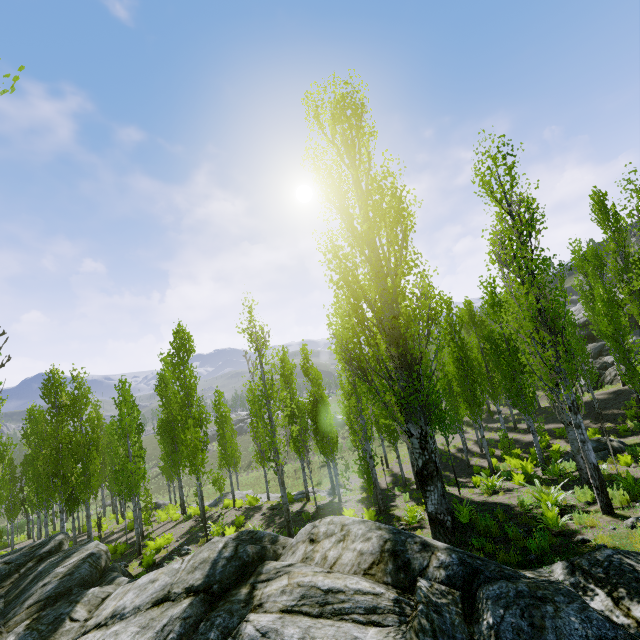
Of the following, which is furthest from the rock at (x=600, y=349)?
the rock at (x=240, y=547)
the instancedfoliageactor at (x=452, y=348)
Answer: the rock at (x=240, y=547)

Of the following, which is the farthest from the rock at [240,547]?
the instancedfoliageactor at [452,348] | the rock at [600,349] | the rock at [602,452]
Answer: the rock at [602,452]

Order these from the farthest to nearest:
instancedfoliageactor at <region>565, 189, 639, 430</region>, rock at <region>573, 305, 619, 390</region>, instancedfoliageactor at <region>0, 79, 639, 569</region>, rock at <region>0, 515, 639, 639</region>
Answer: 1. rock at <region>573, 305, 619, 390</region>
2. instancedfoliageactor at <region>565, 189, 639, 430</region>
3. instancedfoliageactor at <region>0, 79, 639, 569</region>
4. rock at <region>0, 515, 639, 639</region>

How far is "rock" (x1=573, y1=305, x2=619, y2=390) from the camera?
28.78m

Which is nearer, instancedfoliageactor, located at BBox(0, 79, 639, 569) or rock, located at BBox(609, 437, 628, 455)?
instancedfoliageactor, located at BBox(0, 79, 639, 569)

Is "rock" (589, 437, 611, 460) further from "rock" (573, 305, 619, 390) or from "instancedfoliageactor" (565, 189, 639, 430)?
"rock" (573, 305, 619, 390)

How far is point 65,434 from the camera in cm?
1752

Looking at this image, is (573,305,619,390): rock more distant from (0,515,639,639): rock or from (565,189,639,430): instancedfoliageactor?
(0,515,639,639): rock
